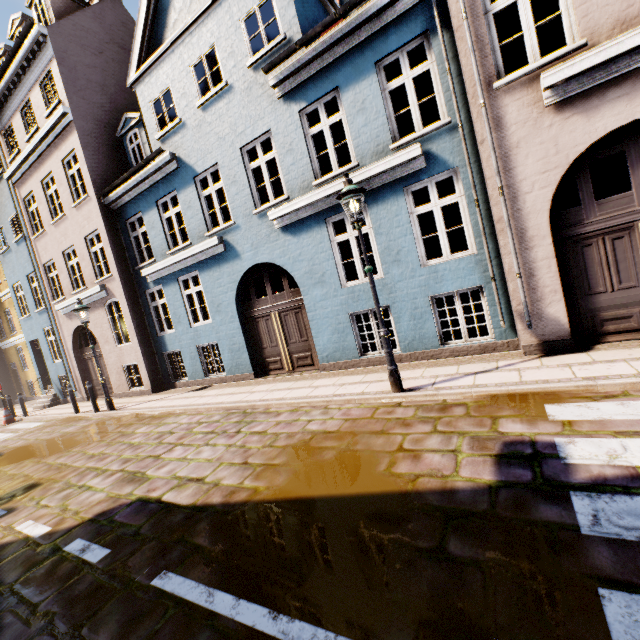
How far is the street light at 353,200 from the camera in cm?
532

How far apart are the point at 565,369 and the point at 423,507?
3.57m

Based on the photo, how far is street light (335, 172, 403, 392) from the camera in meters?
5.3 m
